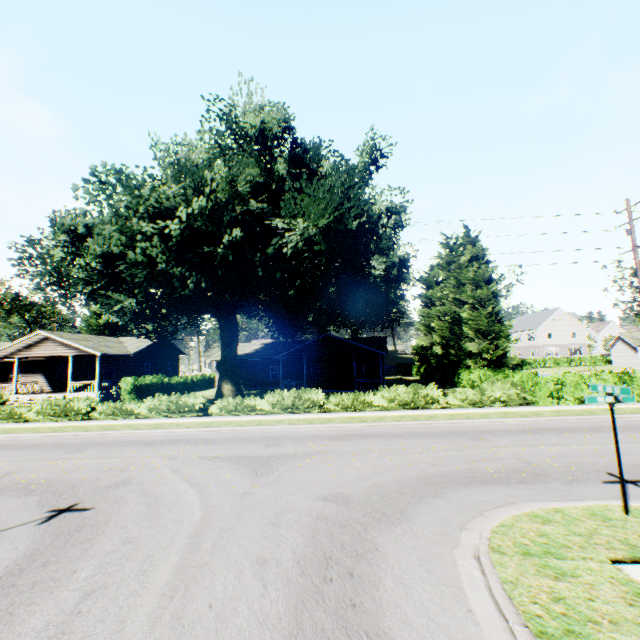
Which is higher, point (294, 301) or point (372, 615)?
point (294, 301)

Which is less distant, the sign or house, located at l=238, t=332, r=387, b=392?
the sign

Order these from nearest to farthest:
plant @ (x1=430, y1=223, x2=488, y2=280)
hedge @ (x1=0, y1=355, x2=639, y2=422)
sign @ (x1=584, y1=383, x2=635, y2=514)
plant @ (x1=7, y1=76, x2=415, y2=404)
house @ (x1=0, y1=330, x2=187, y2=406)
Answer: sign @ (x1=584, y1=383, x2=635, y2=514) < plant @ (x1=7, y1=76, x2=415, y2=404) < hedge @ (x1=0, y1=355, x2=639, y2=422) < house @ (x1=0, y1=330, x2=187, y2=406) < plant @ (x1=430, y1=223, x2=488, y2=280)

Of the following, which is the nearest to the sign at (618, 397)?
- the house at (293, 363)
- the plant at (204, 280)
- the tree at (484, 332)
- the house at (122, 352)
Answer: the plant at (204, 280)

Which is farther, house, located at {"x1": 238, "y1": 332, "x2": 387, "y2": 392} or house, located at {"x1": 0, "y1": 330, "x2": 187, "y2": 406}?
house, located at {"x1": 238, "y1": 332, "x2": 387, "y2": 392}

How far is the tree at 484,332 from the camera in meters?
29.9 m

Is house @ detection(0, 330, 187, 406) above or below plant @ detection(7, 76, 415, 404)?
below
